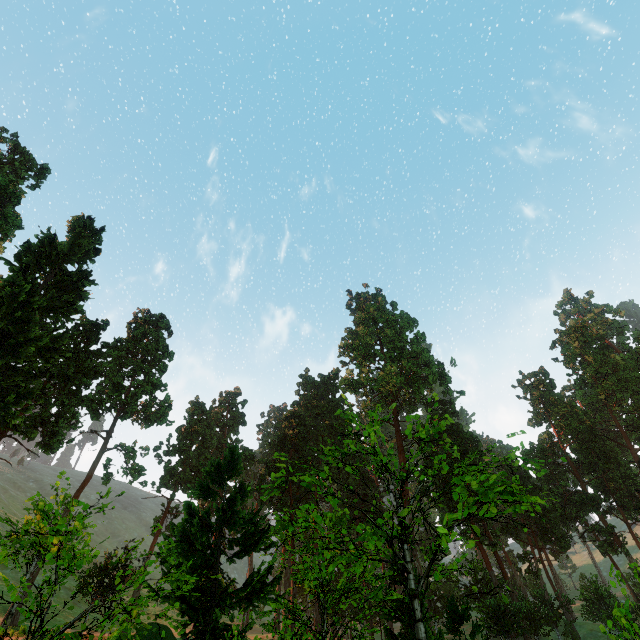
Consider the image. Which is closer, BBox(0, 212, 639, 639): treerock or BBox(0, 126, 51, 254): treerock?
BBox(0, 212, 639, 639): treerock

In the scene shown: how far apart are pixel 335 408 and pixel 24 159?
53.2m

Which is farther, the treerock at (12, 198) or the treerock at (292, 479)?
the treerock at (12, 198)

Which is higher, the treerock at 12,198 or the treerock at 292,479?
the treerock at 12,198

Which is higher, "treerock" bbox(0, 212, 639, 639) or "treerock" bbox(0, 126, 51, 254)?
"treerock" bbox(0, 126, 51, 254)
